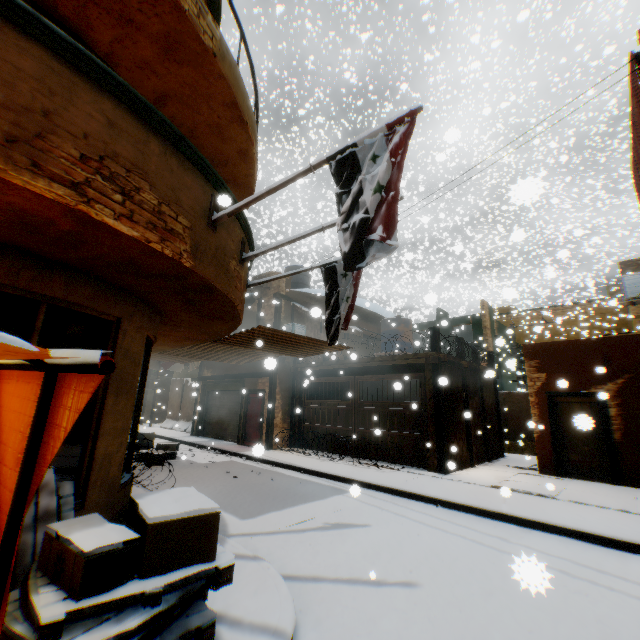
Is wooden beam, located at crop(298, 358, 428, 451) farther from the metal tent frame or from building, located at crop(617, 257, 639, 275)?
the metal tent frame

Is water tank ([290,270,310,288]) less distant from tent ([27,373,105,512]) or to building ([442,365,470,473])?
building ([442,365,470,473])

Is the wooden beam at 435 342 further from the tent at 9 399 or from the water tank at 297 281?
the water tank at 297 281

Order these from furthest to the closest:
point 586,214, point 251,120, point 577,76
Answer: point 586,214
point 577,76
point 251,120

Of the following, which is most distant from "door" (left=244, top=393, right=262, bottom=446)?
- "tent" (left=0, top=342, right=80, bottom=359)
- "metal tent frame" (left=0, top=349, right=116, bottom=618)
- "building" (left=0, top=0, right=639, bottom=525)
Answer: "metal tent frame" (left=0, top=349, right=116, bottom=618)

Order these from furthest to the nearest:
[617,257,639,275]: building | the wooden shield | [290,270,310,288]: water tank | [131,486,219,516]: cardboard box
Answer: [617,257,639,275]: building → [290,270,310,288]: water tank → the wooden shield → [131,486,219,516]: cardboard box

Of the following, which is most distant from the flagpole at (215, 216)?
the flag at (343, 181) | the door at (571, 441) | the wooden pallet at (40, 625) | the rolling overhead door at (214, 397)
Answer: the rolling overhead door at (214, 397)

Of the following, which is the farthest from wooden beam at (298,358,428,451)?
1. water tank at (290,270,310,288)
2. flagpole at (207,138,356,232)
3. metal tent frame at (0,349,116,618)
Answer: metal tent frame at (0,349,116,618)
